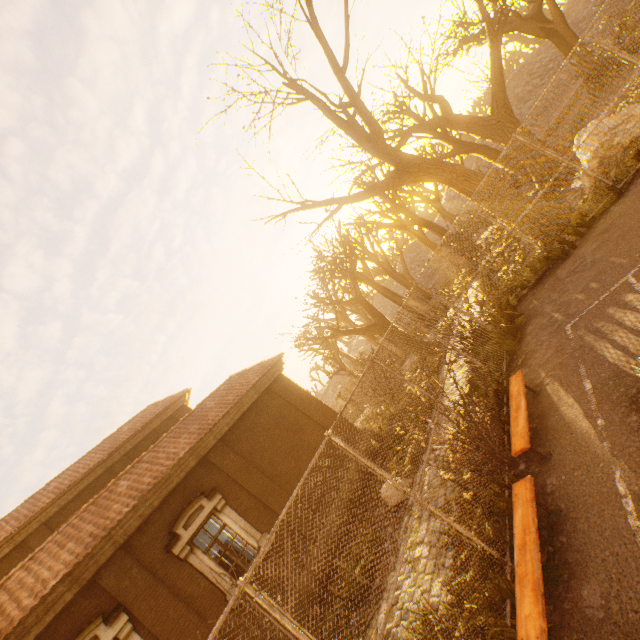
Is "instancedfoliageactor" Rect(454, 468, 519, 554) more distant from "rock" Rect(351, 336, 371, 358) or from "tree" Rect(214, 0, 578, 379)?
"rock" Rect(351, 336, 371, 358)

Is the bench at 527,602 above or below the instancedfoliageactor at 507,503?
above

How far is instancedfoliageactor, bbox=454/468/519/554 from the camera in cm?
451

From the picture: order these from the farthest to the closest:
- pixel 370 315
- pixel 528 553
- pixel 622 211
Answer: pixel 370 315
pixel 622 211
pixel 528 553

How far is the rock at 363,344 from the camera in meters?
49.6

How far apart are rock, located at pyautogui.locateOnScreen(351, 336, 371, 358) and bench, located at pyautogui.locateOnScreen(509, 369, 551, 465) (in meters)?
47.65

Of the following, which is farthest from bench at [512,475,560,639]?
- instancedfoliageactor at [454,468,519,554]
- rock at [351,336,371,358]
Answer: rock at [351,336,371,358]

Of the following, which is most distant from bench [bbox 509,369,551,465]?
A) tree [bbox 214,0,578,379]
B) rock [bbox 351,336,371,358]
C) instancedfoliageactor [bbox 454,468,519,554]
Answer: rock [bbox 351,336,371,358]
